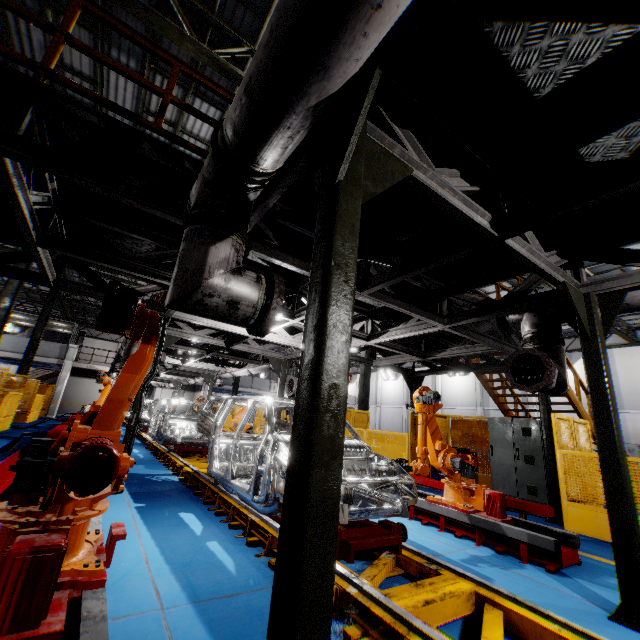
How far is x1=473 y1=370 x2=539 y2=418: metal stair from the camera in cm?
991

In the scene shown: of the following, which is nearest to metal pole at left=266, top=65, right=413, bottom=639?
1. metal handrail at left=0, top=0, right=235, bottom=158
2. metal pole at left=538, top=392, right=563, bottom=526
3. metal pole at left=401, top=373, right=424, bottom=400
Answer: metal handrail at left=0, top=0, right=235, bottom=158

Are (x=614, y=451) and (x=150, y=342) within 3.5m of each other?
no

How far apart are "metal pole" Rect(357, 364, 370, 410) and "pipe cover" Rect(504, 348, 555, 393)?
12.2m

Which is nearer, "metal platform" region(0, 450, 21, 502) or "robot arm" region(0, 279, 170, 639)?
"robot arm" region(0, 279, 170, 639)

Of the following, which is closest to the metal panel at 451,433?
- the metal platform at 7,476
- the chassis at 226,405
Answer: the metal platform at 7,476

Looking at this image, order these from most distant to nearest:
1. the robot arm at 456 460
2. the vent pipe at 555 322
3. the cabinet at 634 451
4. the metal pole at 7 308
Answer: the cabinet at 634 451 → the metal pole at 7 308 → the robot arm at 456 460 → the vent pipe at 555 322

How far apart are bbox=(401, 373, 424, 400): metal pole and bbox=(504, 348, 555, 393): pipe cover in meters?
6.3 m
